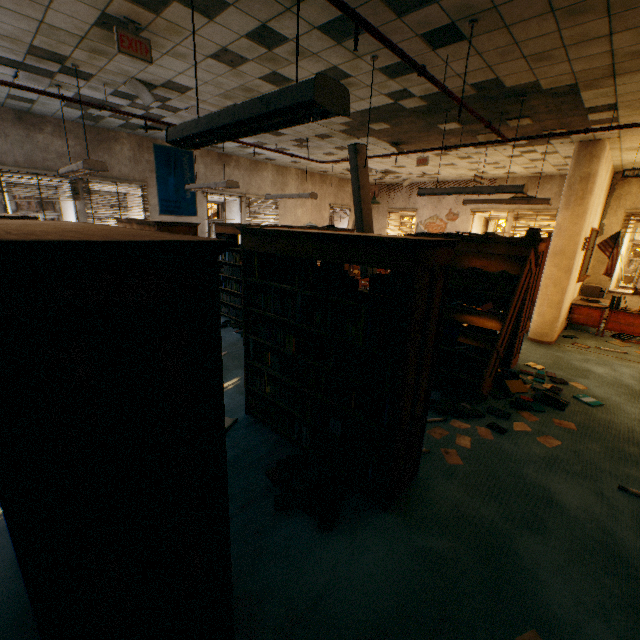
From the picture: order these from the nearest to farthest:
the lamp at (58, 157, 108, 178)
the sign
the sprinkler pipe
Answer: the sprinkler pipe < the sign < the lamp at (58, 157, 108, 178)

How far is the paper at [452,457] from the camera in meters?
3.3

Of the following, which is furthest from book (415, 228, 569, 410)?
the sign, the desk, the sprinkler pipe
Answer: the sign

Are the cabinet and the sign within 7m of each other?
no

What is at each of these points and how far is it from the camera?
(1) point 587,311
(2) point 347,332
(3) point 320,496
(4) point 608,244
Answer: (1) desk, 7.8m
(2) book, 2.7m
(3) book, 2.7m
(4) flag, 7.2m

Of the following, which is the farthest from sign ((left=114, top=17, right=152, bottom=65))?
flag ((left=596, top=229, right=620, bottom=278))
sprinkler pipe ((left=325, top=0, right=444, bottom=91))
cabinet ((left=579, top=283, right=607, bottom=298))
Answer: cabinet ((left=579, top=283, right=607, bottom=298))

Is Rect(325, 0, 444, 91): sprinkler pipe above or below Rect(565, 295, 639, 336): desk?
above

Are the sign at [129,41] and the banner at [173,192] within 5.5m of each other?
yes
